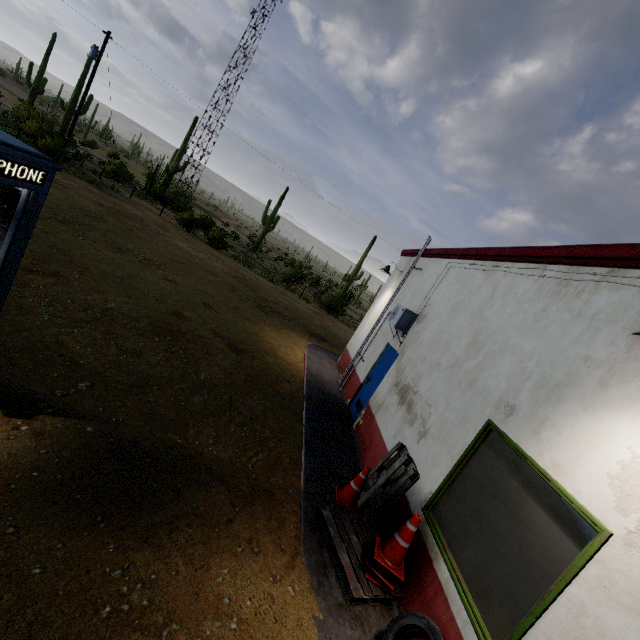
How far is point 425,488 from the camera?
4.6m

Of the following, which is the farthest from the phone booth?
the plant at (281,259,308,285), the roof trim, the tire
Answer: the plant at (281,259,308,285)

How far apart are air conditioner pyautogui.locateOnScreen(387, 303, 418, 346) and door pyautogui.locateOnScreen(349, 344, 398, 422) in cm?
24

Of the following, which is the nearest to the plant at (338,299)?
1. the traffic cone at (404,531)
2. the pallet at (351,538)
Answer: the pallet at (351,538)

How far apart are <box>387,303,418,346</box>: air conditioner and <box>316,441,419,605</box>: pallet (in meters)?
2.89

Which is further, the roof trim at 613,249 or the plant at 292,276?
the plant at 292,276

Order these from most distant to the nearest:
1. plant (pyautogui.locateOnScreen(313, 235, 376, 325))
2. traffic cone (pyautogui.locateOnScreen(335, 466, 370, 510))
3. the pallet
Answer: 1. plant (pyautogui.locateOnScreen(313, 235, 376, 325))
2. traffic cone (pyautogui.locateOnScreen(335, 466, 370, 510))
3. the pallet

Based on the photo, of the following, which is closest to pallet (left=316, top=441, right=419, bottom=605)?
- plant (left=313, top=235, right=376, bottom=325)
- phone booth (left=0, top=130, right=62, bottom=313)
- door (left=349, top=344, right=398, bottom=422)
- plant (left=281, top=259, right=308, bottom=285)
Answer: door (left=349, top=344, right=398, bottom=422)
